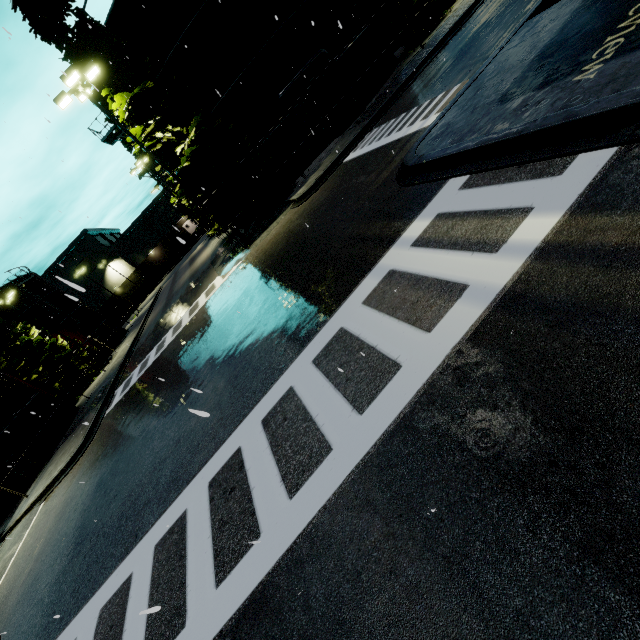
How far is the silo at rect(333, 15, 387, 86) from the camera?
19.1m

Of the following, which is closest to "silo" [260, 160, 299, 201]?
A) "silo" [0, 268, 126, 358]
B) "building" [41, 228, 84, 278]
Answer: "silo" [0, 268, 126, 358]

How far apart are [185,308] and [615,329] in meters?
21.1

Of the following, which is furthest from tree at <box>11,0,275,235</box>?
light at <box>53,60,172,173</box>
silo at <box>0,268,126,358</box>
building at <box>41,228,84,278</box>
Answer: building at <box>41,228,84,278</box>

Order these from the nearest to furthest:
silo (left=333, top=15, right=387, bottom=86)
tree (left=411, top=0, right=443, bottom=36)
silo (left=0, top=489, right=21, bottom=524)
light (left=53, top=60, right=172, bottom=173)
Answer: light (left=53, top=60, right=172, bottom=173) → silo (left=0, top=489, right=21, bottom=524) → silo (left=333, top=15, right=387, bottom=86) → tree (left=411, top=0, right=443, bottom=36)

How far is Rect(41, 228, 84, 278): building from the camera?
59.5 meters

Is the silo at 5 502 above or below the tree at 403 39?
below

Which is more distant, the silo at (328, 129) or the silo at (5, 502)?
the silo at (328, 129)
